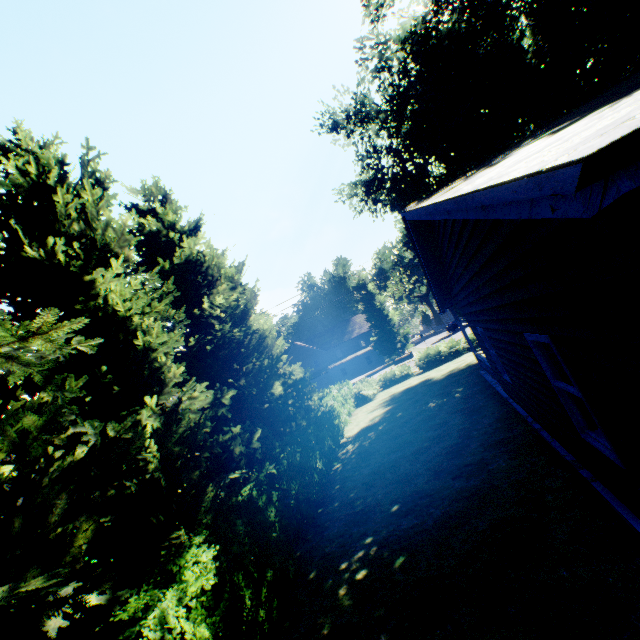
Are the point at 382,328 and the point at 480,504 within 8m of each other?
no

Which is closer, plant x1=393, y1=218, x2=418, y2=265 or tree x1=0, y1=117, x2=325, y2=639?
tree x1=0, y1=117, x2=325, y2=639

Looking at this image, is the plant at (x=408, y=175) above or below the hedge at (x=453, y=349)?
above

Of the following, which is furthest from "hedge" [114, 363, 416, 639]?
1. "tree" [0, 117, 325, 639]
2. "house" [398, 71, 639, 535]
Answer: "house" [398, 71, 639, 535]

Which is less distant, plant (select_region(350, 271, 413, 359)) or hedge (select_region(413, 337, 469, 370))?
hedge (select_region(413, 337, 469, 370))

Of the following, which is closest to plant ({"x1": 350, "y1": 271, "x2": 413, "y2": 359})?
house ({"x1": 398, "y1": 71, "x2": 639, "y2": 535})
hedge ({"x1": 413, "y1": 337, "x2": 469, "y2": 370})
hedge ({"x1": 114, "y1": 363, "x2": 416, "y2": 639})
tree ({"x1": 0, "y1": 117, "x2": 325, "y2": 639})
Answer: tree ({"x1": 0, "y1": 117, "x2": 325, "y2": 639})

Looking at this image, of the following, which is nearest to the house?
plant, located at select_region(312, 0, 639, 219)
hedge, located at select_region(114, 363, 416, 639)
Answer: plant, located at select_region(312, 0, 639, 219)

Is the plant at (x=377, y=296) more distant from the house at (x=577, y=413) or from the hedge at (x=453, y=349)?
the house at (x=577, y=413)
